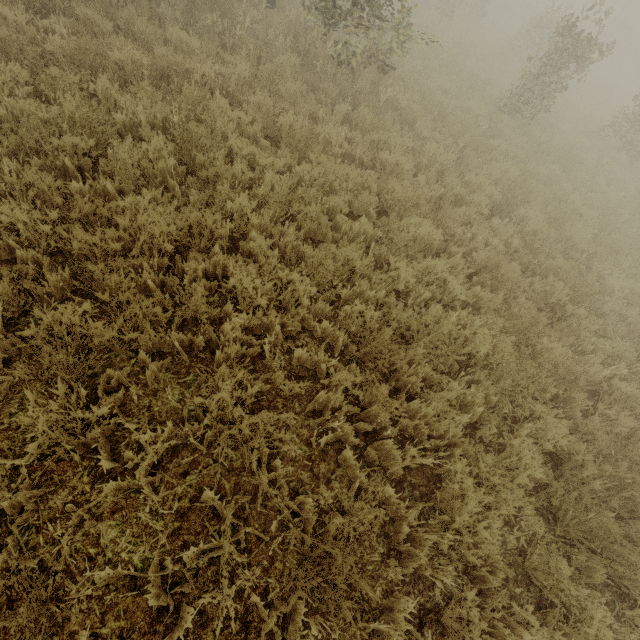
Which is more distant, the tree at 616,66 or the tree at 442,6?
the tree at 442,6

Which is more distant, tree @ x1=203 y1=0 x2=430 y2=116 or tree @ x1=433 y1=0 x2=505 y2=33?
tree @ x1=433 y1=0 x2=505 y2=33

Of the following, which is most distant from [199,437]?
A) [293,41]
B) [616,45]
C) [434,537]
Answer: [616,45]

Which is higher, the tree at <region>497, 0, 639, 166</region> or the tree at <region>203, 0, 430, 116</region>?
the tree at <region>497, 0, 639, 166</region>

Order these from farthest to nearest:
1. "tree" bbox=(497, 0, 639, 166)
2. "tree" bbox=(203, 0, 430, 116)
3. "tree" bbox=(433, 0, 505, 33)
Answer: "tree" bbox=(433, 0, 505, 33) < "tree" bbox=(497, 0, 639, 166) < "tree" bbox=(203, 0, 430, 116)
